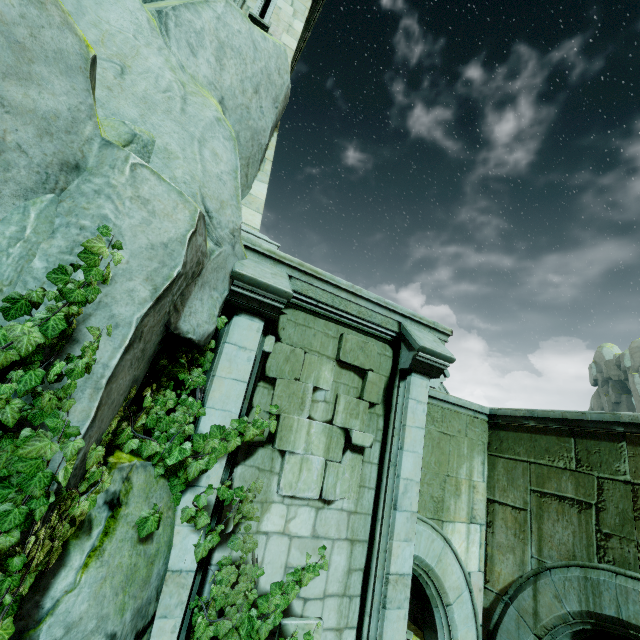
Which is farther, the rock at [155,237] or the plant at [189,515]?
the plant at [189,515]

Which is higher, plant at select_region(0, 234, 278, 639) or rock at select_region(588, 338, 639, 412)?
rock at select_region(588, 338, 639, 412)

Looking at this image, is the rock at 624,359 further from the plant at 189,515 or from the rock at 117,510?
the plant at 189,515

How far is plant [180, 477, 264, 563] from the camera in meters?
3.9

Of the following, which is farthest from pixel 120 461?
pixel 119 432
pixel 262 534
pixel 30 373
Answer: pixel 262 534

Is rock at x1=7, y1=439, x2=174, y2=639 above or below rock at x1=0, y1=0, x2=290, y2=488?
below

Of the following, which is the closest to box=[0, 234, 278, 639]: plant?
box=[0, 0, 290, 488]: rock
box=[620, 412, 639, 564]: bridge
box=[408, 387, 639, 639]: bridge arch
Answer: box=[0, 0, 290, 488]: rock
